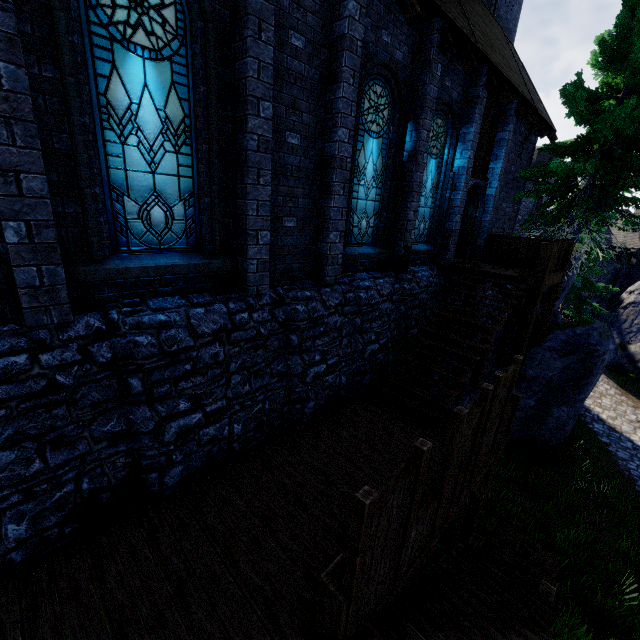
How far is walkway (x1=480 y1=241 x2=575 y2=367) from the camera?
9.25m

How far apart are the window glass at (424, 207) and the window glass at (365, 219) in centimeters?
153cm

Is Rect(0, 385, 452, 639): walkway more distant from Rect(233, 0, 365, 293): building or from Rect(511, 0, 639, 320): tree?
Rect(511, 0, 639, 320): tree

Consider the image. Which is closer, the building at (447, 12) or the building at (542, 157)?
the building at (447, 12)

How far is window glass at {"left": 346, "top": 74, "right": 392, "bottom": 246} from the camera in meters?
7.2

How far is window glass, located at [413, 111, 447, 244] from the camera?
9.3 meters

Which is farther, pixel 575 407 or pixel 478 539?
pixel 575 407

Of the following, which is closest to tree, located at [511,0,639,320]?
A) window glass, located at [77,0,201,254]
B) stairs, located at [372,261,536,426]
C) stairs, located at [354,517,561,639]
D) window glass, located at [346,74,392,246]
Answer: stairs, located at [372,261,536,426]
